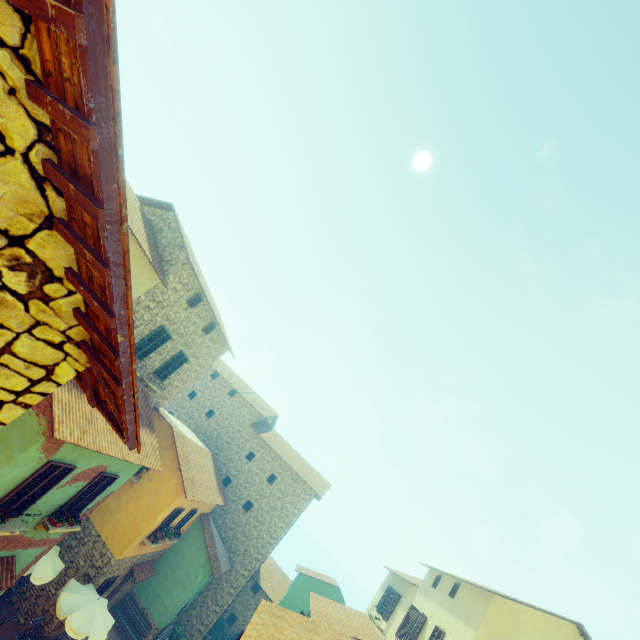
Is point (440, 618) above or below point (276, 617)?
above

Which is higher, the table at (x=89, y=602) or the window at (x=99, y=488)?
the window at (x=99, y=488)

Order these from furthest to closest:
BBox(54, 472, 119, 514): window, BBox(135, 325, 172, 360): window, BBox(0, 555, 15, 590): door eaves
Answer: BBox(135, 325, 172, 360): window → BBox(54, 472, 119, 514): window → BBox(0, 555, 15, 590): door eaves

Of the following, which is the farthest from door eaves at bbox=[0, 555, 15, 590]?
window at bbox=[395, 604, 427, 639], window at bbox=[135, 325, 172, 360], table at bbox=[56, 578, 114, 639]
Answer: window at bbox=[395, 604, 427, 639]

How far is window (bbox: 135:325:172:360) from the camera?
13.5m

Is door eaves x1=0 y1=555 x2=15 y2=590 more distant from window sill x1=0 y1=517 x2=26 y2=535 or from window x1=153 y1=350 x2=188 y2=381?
window x1=153 y1=350 x2=188 y2=381

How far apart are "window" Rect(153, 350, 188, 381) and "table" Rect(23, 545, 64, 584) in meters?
7.2 m

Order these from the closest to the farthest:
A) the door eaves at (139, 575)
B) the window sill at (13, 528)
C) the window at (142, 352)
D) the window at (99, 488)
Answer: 1. the window sill at (13, 528)
2. the window at (99, 488)
3. the window at (142, 352)
4. the door eaves at (139, 575)
